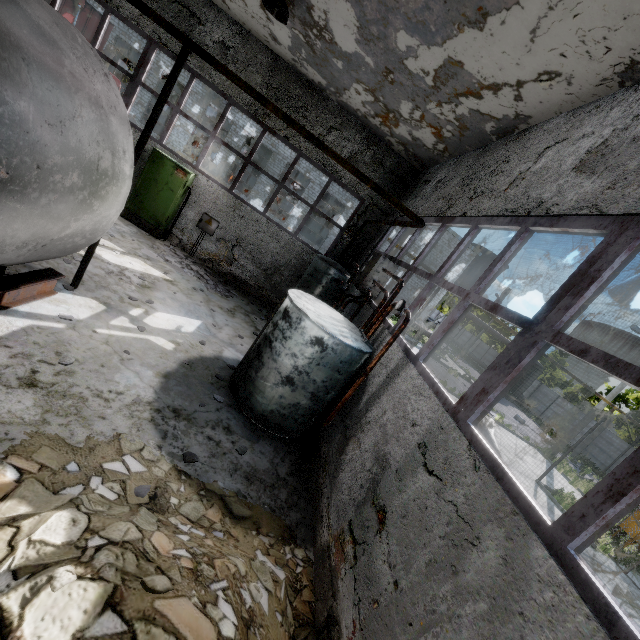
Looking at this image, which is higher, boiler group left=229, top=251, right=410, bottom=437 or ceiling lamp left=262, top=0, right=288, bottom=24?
ceiling lamp left=262, top=0, right=288, bottom=24

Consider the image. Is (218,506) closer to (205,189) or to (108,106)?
(108,106)

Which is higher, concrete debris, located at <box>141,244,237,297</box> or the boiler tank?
the boiler tank

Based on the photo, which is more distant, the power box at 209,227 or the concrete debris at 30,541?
the power box at 209,227

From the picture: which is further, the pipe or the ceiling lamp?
the ceiling lamp

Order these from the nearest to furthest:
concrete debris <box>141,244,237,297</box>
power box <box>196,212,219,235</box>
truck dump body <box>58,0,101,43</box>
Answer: concrete debris <box>141,244,237,297</box> → power box <box>196,212,219,235</box> → truck dump body <box>58,0,101,43</box>

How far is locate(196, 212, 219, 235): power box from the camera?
11.10m

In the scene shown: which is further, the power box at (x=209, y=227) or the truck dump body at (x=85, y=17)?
the truck dump body at (x=85, y=17)
